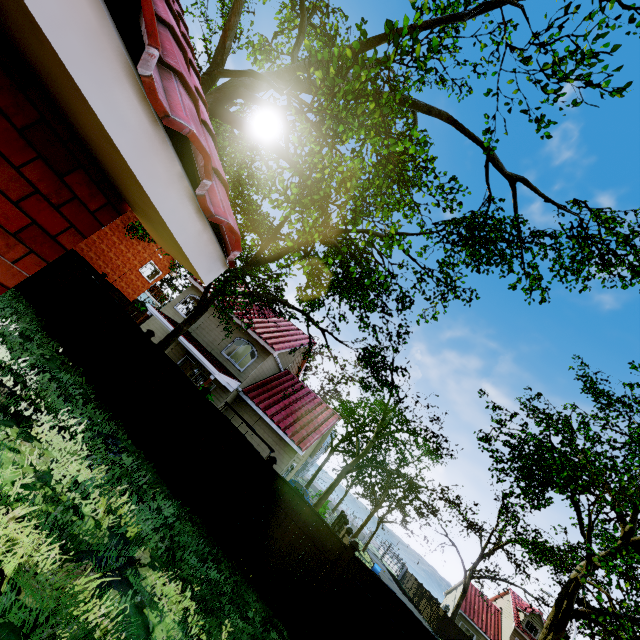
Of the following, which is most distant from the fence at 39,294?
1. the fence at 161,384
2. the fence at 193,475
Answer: the fence at 161,384

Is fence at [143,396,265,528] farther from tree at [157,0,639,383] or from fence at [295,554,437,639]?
tree at [157,0,639,383]

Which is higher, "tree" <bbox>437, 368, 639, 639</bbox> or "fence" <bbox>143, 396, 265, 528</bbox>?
"tree" <bbox>437, 368, 639, 639</bbox>

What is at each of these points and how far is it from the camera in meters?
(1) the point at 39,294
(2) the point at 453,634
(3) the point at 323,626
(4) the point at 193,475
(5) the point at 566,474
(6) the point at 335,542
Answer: (1) fence, 12.2
(2) fence, 33.9
(3) fence, 7.5
(4) fence, 9.0
(5) tree, 7.6
(6) fence, 8.2

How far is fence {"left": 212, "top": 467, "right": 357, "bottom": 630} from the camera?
7.77m

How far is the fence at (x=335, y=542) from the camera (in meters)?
7.77

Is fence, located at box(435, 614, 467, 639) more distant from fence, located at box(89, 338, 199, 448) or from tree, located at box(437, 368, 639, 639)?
fence, located at box(89, 338, 199, 448)
